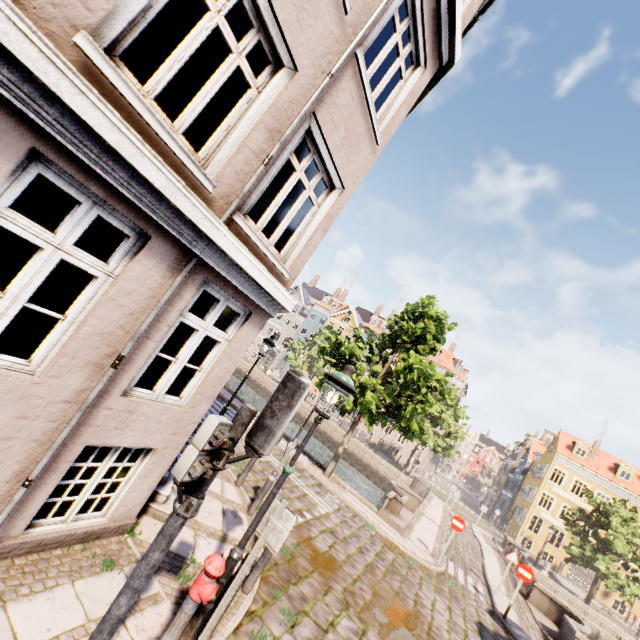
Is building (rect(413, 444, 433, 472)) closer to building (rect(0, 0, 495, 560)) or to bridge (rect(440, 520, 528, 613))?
bridge (rect(440, 520, 528, 613))

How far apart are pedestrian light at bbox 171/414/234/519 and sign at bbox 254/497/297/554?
1.6 meters

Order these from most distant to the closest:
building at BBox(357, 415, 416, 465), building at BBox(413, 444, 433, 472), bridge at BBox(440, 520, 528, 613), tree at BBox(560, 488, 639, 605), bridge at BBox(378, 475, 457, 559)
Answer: building at BBox(413, 444, 433, 472) < building at BBox(357, 415, 416, 465) < tree at BBox(560, 488, 639, 605) < bridge at BBox(378, 475, 457, 559) < bridge at BBox(440, 520, 528, 613)

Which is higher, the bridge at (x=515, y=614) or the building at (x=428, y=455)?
the building at (x=428, y=455)

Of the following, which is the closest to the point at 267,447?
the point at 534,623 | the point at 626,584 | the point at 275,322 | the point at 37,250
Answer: the point at 37,250

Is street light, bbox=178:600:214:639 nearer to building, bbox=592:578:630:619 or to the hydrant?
the hydrant

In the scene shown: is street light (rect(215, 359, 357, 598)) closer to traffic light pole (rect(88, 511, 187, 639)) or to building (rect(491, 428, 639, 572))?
traffic light pole (rect(88, 511, 187, 639))

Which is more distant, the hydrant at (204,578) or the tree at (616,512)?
the tree at (616,512)
